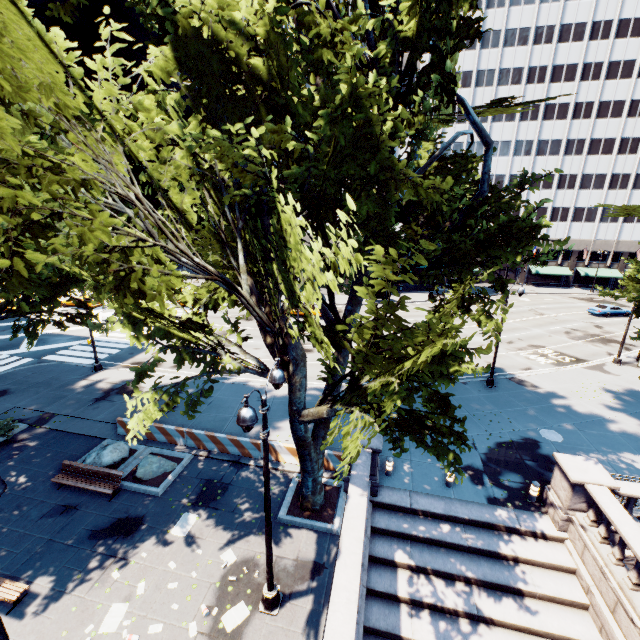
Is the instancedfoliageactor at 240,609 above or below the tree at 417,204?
below

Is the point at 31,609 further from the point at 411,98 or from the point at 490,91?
the point at 490,91

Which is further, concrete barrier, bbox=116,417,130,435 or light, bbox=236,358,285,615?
concrete barrier, bbox=116,417,130,435

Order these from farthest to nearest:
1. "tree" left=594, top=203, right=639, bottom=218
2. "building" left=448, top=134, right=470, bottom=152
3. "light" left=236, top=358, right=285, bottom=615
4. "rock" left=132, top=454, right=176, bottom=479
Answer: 1. "building" left=448, top=134, right=470, bottom=152
2. "tree" left=594, top=203, right=639, bottom=218
3. "rock" left=132, top=454, right=176, bottom=479
4. "light" left=236, top=358, right=285, bottom=615

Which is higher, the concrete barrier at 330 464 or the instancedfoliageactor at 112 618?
the concrete barrier at 330 464

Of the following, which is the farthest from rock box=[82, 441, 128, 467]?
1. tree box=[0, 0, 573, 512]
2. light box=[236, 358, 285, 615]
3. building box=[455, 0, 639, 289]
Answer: building box=[455, 0, 639, 289]

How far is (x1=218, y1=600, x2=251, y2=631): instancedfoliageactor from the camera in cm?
902

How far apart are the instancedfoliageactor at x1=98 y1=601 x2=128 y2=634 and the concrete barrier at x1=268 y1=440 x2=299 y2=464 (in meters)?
6.42
